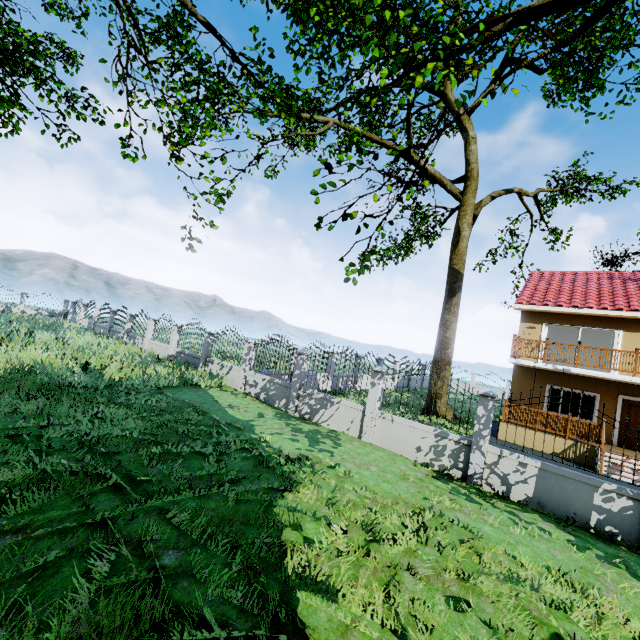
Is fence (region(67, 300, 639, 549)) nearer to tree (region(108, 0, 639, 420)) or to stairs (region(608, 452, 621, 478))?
tree (region(108, 0, 639, 420))

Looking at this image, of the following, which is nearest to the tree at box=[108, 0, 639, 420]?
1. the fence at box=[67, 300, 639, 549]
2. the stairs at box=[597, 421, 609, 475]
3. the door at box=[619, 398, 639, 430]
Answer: the fence at box=[67, 300, 639, 549]

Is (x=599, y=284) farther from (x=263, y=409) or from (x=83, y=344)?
(x=83, y=344)

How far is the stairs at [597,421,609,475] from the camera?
12.0 meters

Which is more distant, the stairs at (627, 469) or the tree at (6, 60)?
the stairs at (627, 469)

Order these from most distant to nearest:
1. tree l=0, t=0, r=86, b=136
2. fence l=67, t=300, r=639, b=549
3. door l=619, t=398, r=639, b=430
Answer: door l=619, t=398, r=639, b=430 < tree l=0, t=0, r=86, b=136 < fence l=67, t=300, r=639, b=549

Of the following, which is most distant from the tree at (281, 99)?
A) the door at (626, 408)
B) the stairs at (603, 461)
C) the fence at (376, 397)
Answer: the door at (626, 408)
